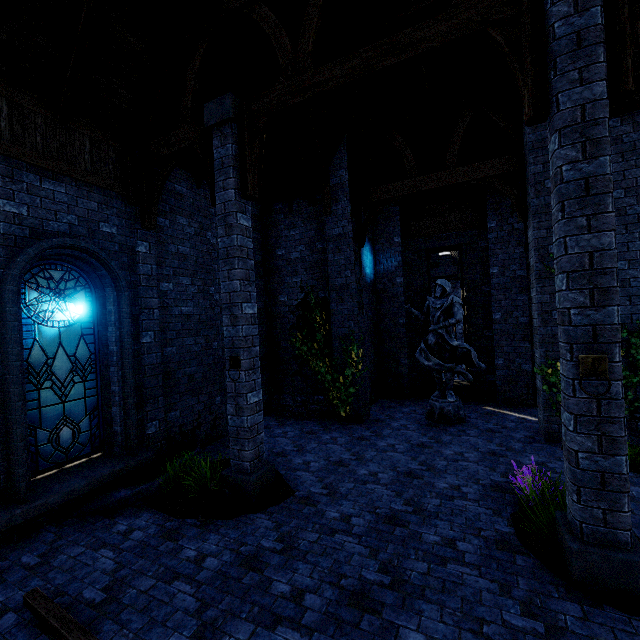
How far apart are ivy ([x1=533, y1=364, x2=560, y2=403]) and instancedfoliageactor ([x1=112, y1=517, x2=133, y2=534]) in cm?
853

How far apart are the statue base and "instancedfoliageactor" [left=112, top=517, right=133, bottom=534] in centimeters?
724cm

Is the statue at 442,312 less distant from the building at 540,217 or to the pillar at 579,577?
the building at 540,217

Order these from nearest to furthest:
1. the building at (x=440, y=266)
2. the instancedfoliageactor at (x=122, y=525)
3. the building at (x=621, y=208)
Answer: the instancedfoliageactor at (x=122, y=525) → the building at (x=621, y=208) → the building at (x=440, y=266)

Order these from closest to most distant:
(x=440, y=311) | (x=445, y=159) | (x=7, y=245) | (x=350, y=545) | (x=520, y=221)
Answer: (x=350, y=545), (x=7, y=245), (x=440, y=311), (x=520, y=221), (x=445, y=159)

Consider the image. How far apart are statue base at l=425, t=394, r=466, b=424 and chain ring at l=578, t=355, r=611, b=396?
5.83m

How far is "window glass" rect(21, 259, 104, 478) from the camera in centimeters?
545cm

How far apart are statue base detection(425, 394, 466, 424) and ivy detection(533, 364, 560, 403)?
2.2m
